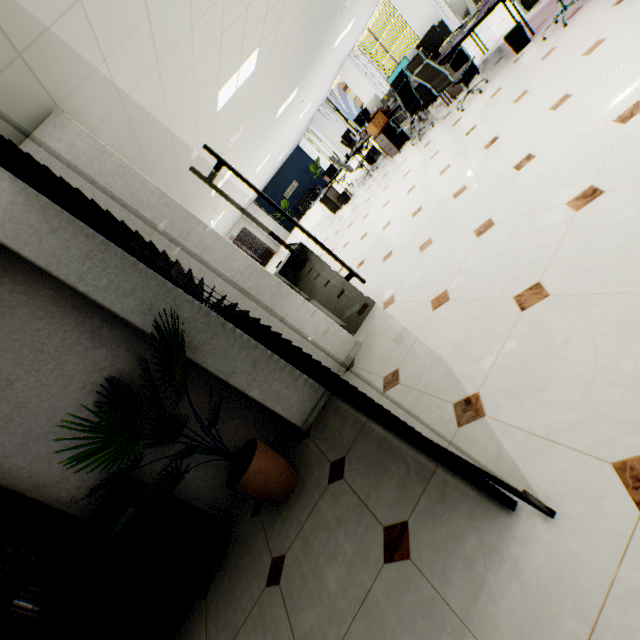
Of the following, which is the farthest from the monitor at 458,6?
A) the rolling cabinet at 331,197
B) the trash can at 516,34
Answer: the rolling cabinet at 331,197

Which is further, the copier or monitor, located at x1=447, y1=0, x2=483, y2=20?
monitor, located at x1=447, y1=0, x2=483, y2=20

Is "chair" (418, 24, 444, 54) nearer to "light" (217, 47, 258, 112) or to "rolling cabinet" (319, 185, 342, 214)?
"rolling cabinet" (319, 185, 342, 214)

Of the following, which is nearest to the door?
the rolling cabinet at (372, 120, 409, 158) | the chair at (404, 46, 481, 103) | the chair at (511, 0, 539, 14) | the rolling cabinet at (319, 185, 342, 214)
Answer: the rolling cabinet at (319, 185, 342, 214)

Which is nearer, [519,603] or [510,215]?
[519,603]

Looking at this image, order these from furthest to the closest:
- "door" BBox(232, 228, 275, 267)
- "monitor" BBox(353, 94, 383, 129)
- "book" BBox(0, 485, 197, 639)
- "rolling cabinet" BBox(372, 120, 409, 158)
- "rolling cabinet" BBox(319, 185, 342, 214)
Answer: "door" BBox(232, 228, 275, 267) → "rolling cabinet" BBox(319, 185, 342, 214) → "monitor" BBox(353, 94, 383, 129) → "rolling cabinet" BBox(372, 120, 409, 158) → "book" BBox(0, 485, 197, 639)

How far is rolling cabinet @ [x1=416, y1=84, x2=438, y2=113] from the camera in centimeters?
774cm

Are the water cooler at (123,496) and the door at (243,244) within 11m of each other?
no
